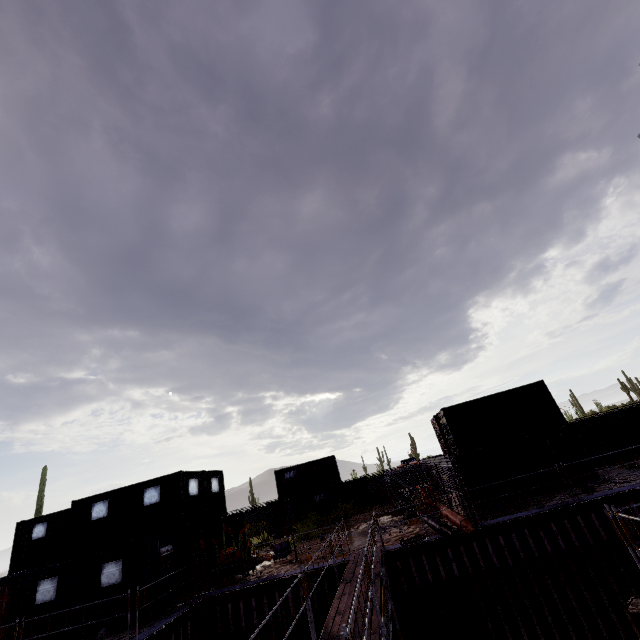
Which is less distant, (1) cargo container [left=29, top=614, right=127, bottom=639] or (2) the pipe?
(1) cargo container [left=29, top=614, right=127, bottom=639]

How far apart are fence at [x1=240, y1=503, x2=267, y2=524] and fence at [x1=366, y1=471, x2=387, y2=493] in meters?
10.5

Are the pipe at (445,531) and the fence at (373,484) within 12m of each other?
no

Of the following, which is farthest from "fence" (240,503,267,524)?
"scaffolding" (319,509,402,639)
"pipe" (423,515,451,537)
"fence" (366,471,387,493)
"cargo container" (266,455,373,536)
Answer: "pipe" (423,515,451,537)

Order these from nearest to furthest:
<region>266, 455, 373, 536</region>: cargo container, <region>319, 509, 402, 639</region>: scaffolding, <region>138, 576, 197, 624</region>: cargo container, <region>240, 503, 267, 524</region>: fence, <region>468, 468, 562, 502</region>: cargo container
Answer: <region>319, 509, 402, 639</region>: scaffolding → <region>138, 576, 197, 624</region>: cargo container → <region>468, 468, 562, 502</region>: cargo container → <region>266, 455, 373, 536</region>: cargo container → <region>240, 503, 267, 524</region>: fence

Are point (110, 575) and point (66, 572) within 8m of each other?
yes

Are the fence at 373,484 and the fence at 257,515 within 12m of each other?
yes

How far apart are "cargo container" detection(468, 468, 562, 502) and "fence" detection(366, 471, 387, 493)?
17.2m
